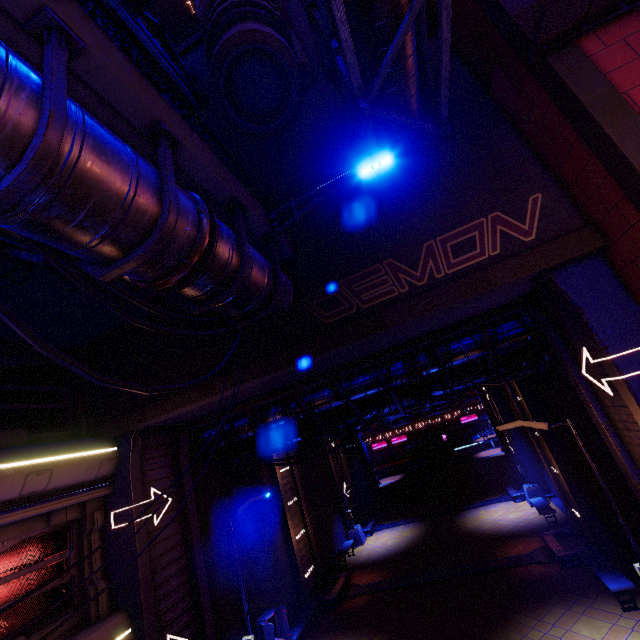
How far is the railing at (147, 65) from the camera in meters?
5.6

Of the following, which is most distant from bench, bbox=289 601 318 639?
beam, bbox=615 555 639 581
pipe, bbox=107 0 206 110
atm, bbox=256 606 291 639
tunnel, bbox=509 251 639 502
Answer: pipe, bbox=107 0 206 110

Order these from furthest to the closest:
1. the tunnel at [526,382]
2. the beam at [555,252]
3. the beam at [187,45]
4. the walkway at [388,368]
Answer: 1. the beam at [187,45]
2. the tunnel at [526,382]
3. the walkway at [388,368]
4. the beam at [555,252]

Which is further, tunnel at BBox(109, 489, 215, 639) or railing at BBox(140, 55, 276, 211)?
tunnel at BBox(109, 489, 215, 639)

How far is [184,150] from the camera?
5.28m

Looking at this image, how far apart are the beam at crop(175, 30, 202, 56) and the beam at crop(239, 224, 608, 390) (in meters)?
15.93

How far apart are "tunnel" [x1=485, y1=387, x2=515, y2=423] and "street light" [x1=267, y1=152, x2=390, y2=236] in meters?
19.1
